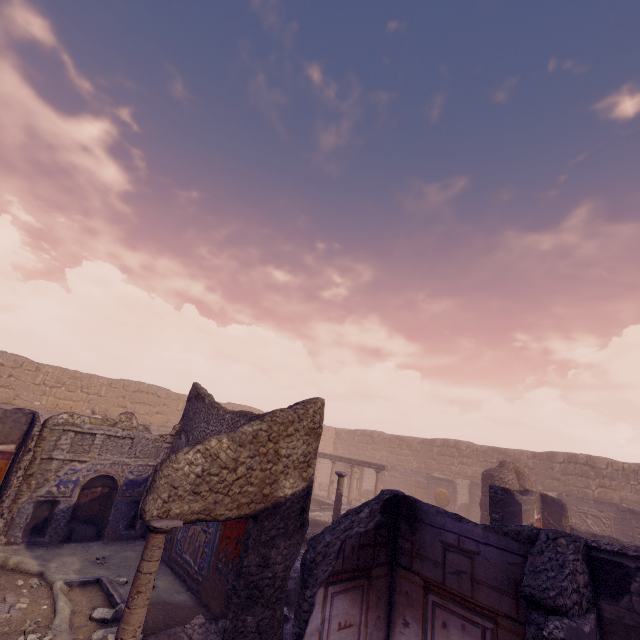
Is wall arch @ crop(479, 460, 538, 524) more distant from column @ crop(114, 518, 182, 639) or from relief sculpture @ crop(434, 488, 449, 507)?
column @ crop(114, 518, 182, 639)

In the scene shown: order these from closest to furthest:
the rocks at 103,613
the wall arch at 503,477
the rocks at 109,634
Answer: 1. the rocks at 109,634
2. the rocks at 103,613
3. the wall arch at 503,477

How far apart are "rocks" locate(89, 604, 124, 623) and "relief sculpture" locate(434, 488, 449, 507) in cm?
1884

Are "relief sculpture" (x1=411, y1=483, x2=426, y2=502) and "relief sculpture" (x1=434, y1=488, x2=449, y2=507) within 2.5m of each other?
yes

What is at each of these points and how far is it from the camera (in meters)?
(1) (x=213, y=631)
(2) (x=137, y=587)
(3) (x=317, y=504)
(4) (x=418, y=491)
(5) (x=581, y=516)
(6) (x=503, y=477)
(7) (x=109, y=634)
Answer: (1) debris pile, 5.43
(2) column, 3.78
(3) pool, 18.20
(4) relief sculpture, 22.62
(5) relief sculpture, 16.72
(6) wall arch, 14.20
(7) rocks, 4.78

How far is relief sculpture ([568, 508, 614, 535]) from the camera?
15.93m

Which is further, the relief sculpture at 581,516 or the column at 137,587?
the relief sculpture at 581,516

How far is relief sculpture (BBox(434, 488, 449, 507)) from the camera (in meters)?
19.67
